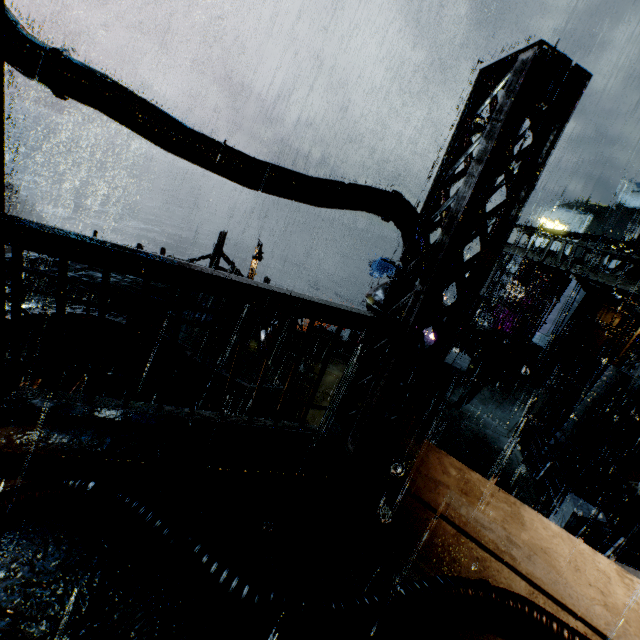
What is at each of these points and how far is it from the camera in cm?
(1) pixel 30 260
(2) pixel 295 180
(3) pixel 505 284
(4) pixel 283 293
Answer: (1) building, 1448
(2) building, 342
(3) gear, 3272
(4) railing, 322

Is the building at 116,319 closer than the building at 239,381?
No

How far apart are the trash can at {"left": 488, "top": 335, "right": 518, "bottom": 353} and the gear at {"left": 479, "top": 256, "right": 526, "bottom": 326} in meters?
14.2 m

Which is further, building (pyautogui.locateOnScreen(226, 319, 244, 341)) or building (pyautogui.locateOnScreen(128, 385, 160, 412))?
building (pyautogui.locateOnScreen(226, 319, 244, 341))

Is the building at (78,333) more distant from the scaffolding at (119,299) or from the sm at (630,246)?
the scaffolding at (119,299)

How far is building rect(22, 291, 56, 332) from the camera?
11.2m
